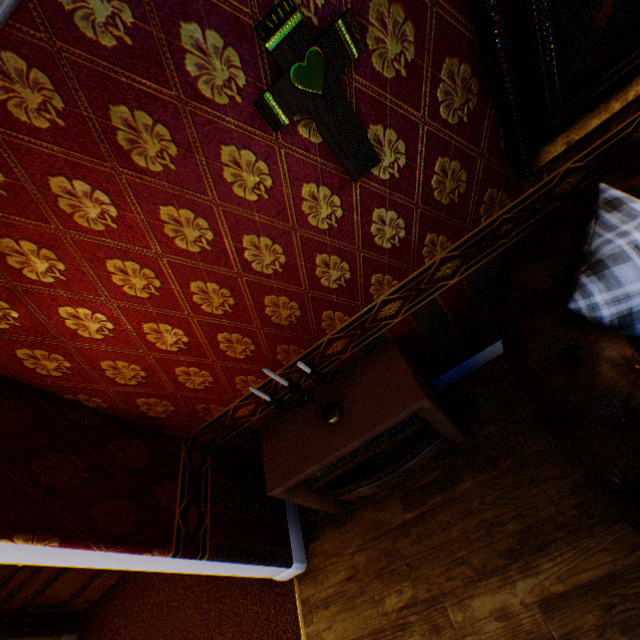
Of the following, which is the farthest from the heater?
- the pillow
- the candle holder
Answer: the pillow

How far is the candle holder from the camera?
1.76m

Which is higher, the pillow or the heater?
the pillow

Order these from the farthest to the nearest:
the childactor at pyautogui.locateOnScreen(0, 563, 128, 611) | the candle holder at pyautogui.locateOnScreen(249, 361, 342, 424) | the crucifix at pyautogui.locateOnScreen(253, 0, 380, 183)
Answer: the childactor at pyautogui.locateOnScreen(0, 563, 128, 611)
the candle holder at pyautogui.locateOnScreen(249, 361, 342, 424)
the crucifix at pyautogui.locateOnScreen(253, 0, 380, 183)

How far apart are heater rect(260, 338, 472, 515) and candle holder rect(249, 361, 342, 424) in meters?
0.0 m

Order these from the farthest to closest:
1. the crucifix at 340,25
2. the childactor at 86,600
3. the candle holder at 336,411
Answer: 1. the childactor at 86,600
2. the candle holder at 336,411
3. the crucifix at 340,25

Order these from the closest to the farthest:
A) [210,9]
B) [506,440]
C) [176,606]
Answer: [210,9], [506,440], [176,606]

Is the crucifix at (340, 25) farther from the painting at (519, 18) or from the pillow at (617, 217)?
the pillow at (617, 217)
